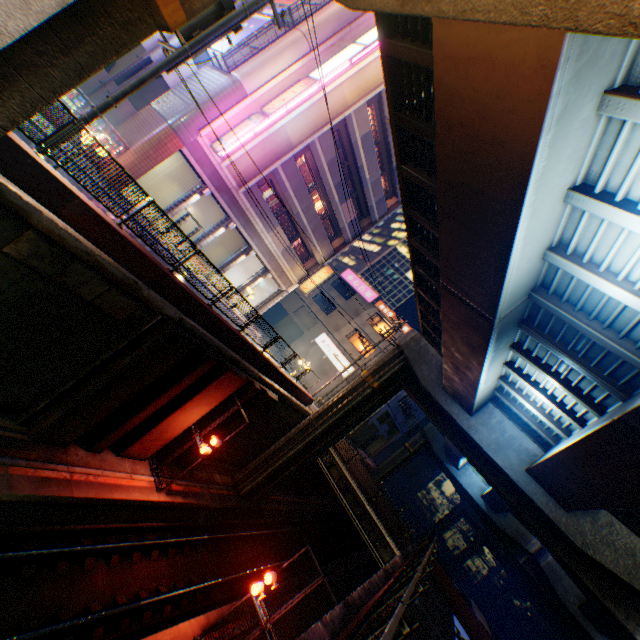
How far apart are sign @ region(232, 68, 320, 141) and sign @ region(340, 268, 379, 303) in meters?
22.9

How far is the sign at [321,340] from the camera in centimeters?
3472cm

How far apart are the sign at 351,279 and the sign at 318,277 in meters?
9.9

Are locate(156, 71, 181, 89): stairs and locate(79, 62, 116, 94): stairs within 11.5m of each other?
yes

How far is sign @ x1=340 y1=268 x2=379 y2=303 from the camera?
37.81m

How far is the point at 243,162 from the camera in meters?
20.1

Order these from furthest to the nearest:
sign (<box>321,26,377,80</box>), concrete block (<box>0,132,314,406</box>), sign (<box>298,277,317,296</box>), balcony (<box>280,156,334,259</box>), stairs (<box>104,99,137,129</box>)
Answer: sign (<box>298,277,317,296</box>)
balcony (<box>280,156,334,259</box>)
stairs (<box>104,99,137,129</box>)
sign (<box>321,26,377,80</box>)
concrete block (<box>0,132,314,406</box>)

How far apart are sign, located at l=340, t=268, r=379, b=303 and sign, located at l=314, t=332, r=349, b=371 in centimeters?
599cm
